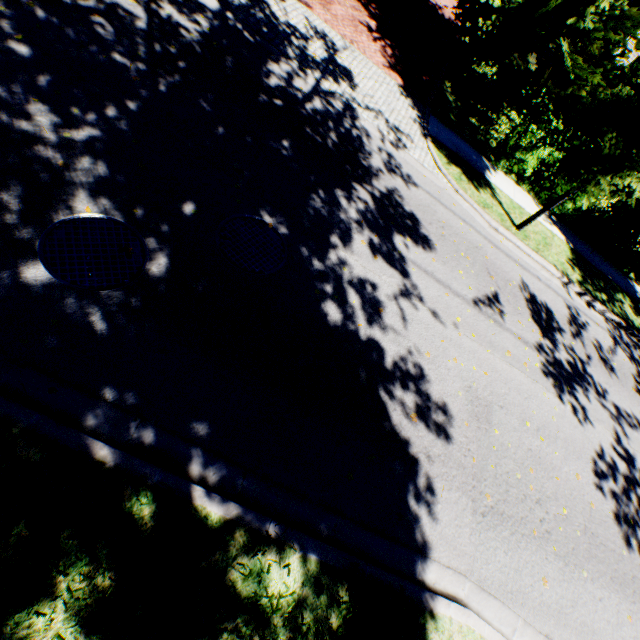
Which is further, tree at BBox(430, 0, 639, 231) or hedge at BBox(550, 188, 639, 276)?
hedge at BBox(550, 188, 639, 276)

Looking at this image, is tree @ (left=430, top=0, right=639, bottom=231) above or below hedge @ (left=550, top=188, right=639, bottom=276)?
above

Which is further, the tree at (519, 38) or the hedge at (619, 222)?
the hedge at (619, 222)

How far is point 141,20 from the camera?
6.2m

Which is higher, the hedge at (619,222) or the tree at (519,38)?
the tree at (519,38)
